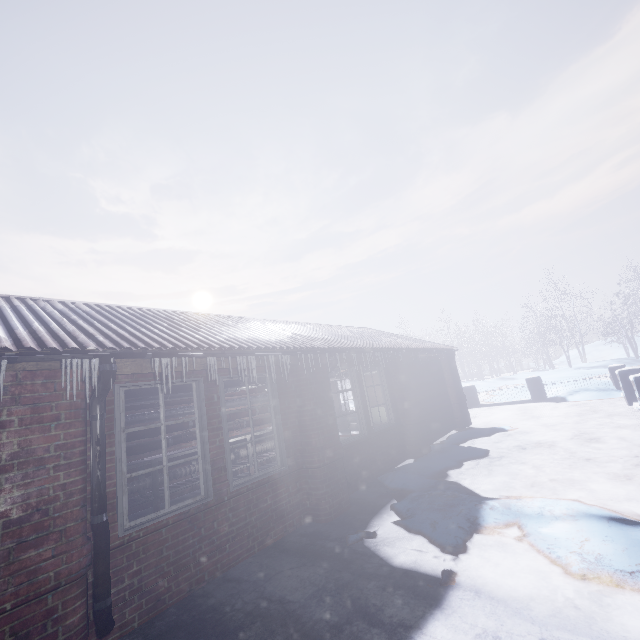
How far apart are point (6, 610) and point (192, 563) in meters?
1.5

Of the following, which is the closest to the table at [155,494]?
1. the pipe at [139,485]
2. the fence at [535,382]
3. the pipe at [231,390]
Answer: the pipe at [139,485]

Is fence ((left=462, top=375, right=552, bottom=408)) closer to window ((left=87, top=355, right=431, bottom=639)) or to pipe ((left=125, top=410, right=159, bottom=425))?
window ((left=87, top=355, right=431, bottom=639))

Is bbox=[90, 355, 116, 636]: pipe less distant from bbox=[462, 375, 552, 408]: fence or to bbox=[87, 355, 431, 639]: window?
bbox=[87, 355, 431, 639]: window

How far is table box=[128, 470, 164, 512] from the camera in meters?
5.3 m

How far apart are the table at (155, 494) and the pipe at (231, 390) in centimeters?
95cm

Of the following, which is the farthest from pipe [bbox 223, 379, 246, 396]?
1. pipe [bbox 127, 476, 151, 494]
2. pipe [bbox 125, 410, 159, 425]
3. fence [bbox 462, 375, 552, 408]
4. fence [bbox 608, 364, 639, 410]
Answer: fence [bbox 462, 375, 552, 408]

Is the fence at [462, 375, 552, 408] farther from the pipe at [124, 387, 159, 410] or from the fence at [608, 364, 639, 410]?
the pipe at [124, 387, 159, 410]
